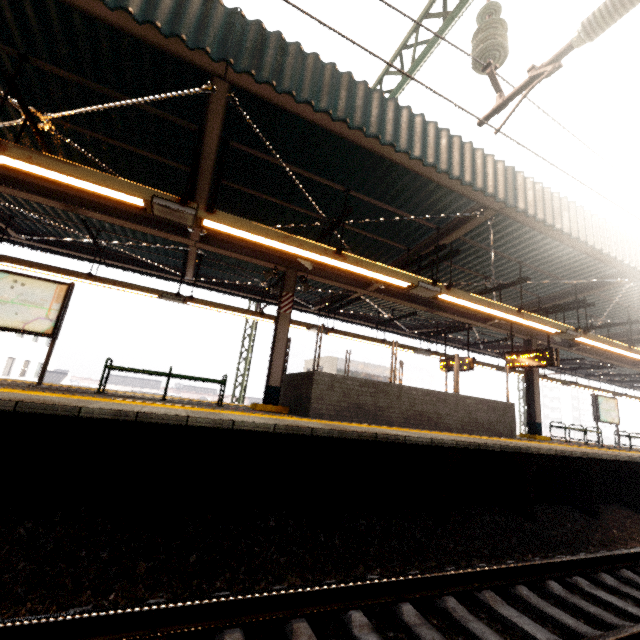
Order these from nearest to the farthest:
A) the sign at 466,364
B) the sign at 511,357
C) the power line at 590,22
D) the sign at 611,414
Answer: the power line at 590,22 < the sign at 511,357 < the sign at 466,364 < the sign at 611,414

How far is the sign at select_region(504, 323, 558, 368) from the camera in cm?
927

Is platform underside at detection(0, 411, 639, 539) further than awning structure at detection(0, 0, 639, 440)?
No

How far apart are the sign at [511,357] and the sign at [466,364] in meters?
1.4 m

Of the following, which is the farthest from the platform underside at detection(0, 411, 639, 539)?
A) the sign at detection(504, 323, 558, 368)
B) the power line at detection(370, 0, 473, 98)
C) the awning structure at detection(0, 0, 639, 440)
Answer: the power line at detection(370, 0, 473, 98)

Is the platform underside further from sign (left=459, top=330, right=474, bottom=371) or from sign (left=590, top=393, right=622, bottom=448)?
sign (left=459, top=330, right=474, bottom=371)

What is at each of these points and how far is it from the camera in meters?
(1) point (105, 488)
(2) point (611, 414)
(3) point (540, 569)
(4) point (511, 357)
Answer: (1) platform underside, 3.7 m
(2) sign, 13.4 m
(3) train track, 3.7 m
(4) sign, 10.3 m

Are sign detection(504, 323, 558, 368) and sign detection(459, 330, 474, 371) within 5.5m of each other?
yes
